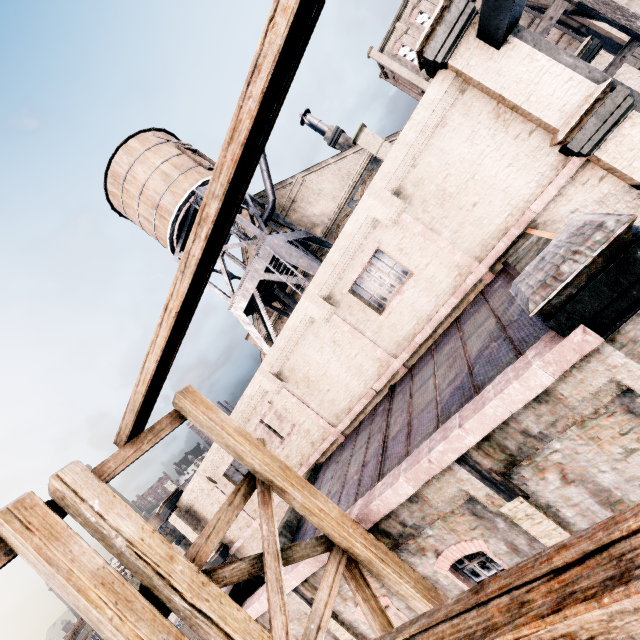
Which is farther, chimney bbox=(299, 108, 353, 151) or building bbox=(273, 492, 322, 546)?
chimney bbox=(299, 108, 353, 151)

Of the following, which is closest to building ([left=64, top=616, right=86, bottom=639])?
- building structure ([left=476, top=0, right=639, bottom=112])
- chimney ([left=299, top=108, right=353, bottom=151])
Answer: chimney ([left=299, top=108, right=353, bottom=151])

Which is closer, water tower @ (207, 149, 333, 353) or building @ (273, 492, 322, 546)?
building @ (273, 492, 322, 546)

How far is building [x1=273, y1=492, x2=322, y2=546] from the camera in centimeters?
1108cm

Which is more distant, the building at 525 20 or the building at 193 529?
the building at 525 20

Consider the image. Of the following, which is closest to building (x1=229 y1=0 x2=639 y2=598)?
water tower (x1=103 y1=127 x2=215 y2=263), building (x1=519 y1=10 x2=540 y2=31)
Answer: water tower (x1=103 y1=127 x2=215 y2=263)

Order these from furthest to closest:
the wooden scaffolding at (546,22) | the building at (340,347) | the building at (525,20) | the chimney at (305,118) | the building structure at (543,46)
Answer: the building at (525,20) → the chimney at (305,118) → the wooden scaffolding at (546,22) → the building structure at (543,46) → the building at (340,347)

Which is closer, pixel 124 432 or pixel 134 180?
pixel 124 432
